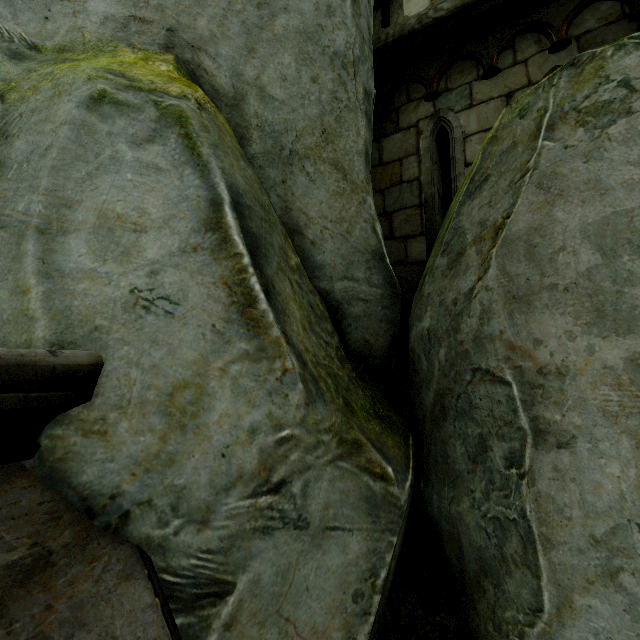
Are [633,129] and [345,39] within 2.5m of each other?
yes
